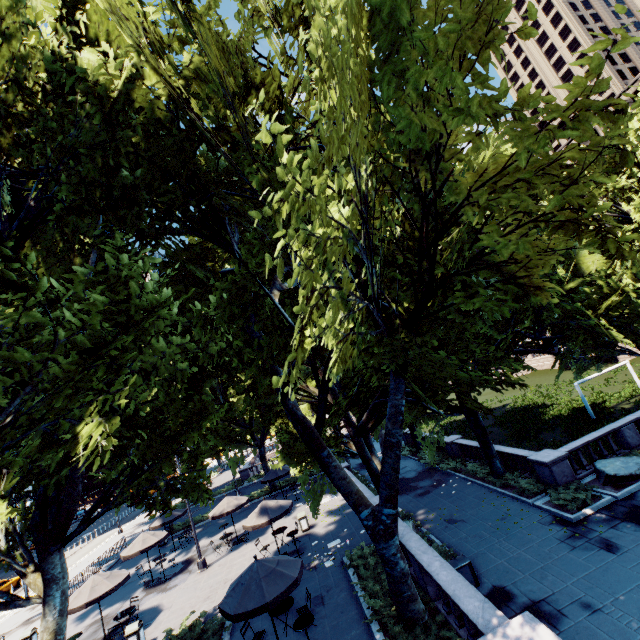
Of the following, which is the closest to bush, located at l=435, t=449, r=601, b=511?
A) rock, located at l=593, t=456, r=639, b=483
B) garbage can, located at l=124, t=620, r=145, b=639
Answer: rock, located at l=593, t=456, r=639, b=483

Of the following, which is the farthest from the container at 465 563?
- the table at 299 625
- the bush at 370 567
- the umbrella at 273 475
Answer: the umbrella at 273 475

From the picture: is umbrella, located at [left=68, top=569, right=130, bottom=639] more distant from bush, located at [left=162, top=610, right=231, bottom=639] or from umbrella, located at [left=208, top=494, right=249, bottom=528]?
umbrella, located at [left=208, top=494, right=249, bottom=528]

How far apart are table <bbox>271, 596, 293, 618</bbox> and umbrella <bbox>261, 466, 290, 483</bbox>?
14.56m

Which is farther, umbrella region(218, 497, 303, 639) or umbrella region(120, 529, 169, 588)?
umbrella region(120, 529, 169, 588)

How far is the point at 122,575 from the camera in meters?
15.9 m

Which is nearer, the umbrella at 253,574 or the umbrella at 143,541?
Answer: the umbrella at 253,574

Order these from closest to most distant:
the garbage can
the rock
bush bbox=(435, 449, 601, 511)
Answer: the garbage can → bush bbox=(435, 449, 601, 511) → the rock
